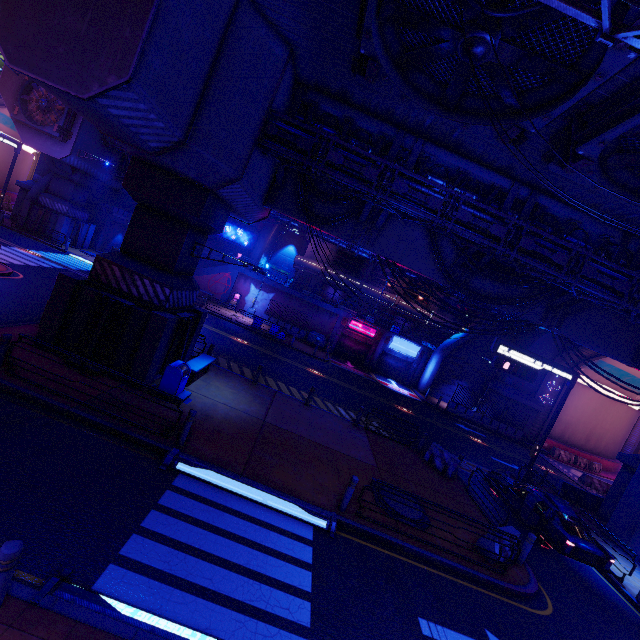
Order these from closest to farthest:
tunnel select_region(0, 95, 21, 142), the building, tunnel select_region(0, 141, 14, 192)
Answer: tunnel select_region(0, 95, 21, 142) → tunnel select_region(0, 141, 14, 192) → the building

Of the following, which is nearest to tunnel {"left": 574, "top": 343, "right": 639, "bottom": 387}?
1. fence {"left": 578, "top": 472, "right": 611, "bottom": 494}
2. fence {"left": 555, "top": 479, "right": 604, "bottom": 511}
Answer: fence {"left": 578, "top": 472, "right": 611, "bottom": 494}

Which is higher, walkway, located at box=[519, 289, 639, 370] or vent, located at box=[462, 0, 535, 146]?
vent, located at box=[462, 0, 535, 146]

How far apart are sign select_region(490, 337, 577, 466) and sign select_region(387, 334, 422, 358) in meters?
16.5

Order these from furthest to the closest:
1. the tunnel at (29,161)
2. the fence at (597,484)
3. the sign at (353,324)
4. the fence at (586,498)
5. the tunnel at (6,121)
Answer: the tunnel at (29,161) < the tunnel at (6,121) < the sign at (353,324) < the fence at (597,484) < the fence at (586,498)

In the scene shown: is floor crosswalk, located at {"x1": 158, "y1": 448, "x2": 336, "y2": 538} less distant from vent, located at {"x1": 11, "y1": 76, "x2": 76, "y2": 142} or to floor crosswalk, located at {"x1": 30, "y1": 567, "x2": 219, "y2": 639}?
floor crosswalk, located at {"x1": 30, "y1": 567, "x2": 219, "y2": 639}

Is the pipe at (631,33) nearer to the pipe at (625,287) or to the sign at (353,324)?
the pipe at (625,287)

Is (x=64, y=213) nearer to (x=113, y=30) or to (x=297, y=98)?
(x=297, y=98)
